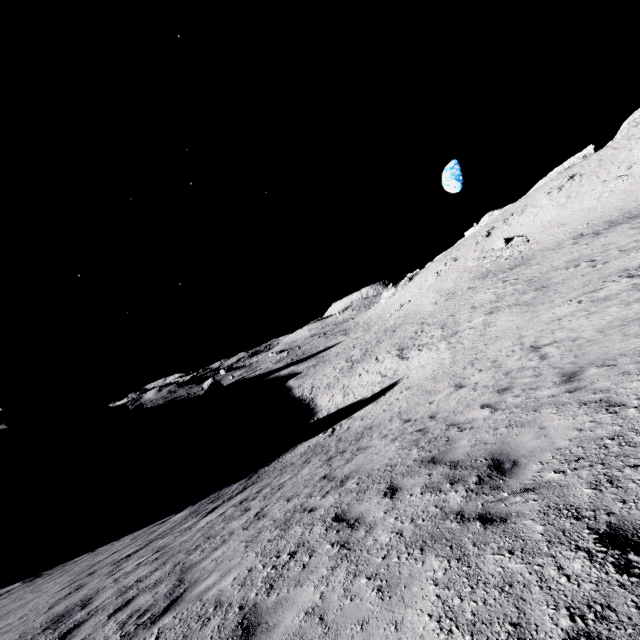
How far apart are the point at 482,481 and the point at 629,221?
36.50m

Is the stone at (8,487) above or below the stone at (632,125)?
below

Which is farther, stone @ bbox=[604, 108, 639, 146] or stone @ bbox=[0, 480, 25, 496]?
stone @ bbox=[604, 108, 639, 146]

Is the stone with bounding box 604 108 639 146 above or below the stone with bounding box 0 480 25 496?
above

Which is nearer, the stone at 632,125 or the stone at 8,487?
the stone at 8,487
